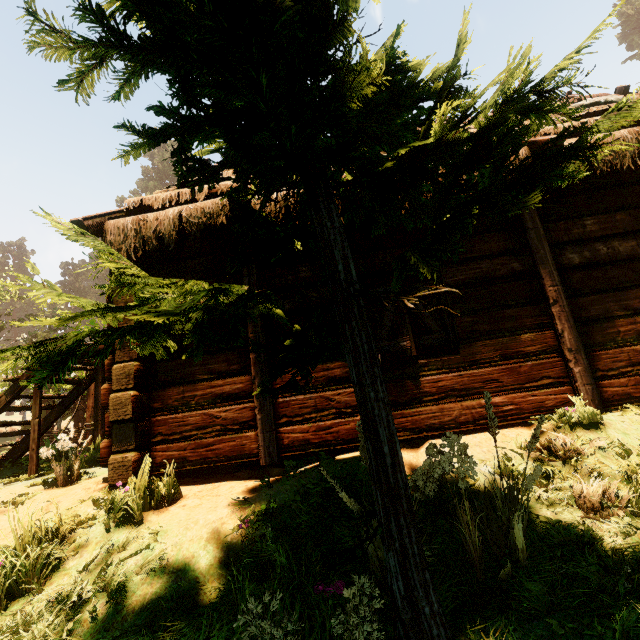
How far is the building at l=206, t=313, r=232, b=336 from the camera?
4.5m

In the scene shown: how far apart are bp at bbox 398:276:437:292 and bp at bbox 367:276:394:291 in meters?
0.2 m

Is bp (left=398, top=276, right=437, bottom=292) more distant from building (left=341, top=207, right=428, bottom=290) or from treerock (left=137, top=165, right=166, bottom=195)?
treerock (left=137, top=165, right=166, bottom=195)

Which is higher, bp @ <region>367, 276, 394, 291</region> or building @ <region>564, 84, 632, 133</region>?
building @ <region>564, 84, 632, 133</region>

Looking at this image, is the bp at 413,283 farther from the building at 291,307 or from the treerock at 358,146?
the treerock at 358,146

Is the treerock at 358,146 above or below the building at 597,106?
below

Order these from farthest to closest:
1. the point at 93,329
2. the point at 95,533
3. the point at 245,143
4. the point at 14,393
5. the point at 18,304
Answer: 1. the point at 18,304
2. the point at 93,329
3. the point at 14,393
4. the point at 95,533
5. the point at 245,143
